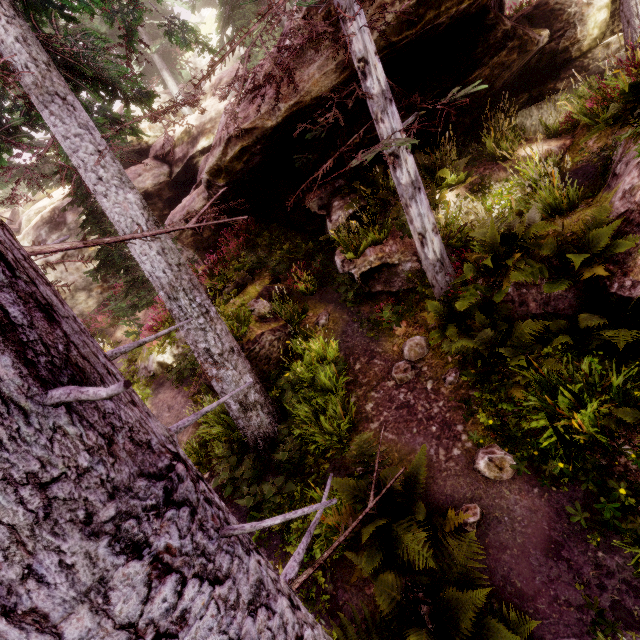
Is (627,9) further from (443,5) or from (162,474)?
(162,474)

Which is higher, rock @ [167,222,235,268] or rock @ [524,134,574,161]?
rock @ [167,222,235,268]

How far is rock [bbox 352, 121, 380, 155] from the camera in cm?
825

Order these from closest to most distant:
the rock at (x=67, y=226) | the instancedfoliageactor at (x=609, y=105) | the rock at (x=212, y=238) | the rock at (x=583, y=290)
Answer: the rock at (x=583, y=290) < the instancedfoliageactor at (x=609, y=105) < the rock at (x=212, y=238) < the rock at (x=67, y=226)

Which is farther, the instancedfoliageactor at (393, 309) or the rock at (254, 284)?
the rock at (254, 284)

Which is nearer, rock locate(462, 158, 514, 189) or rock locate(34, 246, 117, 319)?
rock locate(462, 158, 514, 189)
